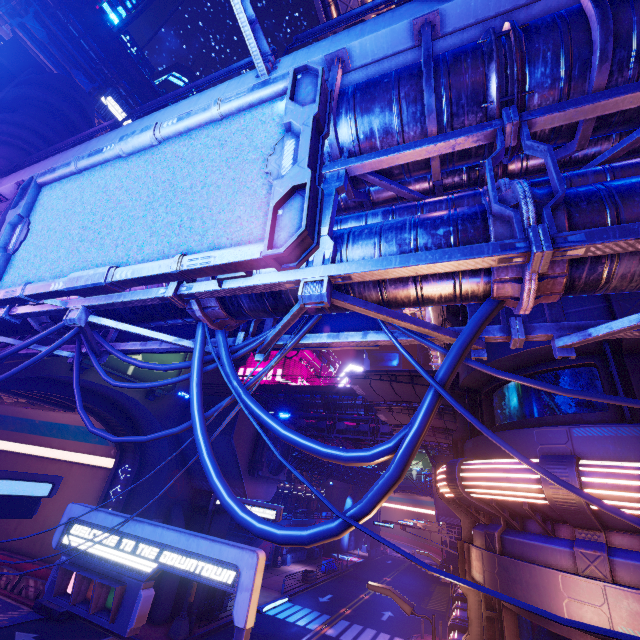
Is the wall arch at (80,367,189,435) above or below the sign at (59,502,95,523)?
above

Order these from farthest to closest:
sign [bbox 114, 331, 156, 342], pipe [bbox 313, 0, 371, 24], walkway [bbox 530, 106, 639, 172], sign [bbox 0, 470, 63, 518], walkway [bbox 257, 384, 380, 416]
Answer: walkway [bbox 257, 384, 380, 416] → sign [bbox 0, 470, 63, 518] → pipe [bbox 313, 0, 371, 24] → sign [bbox 114, 331, 156, 342] → walkway [bbox 530, 106, 639, 172]

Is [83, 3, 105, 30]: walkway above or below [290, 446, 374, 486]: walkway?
above

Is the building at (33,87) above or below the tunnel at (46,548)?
above

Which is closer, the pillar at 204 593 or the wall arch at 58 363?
the wall arch at 58 363

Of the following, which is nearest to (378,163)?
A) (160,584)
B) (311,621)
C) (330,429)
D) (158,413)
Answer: (158,413)

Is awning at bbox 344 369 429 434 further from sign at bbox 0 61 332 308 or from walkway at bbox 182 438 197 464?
walkway at bbox 182 438 197 464

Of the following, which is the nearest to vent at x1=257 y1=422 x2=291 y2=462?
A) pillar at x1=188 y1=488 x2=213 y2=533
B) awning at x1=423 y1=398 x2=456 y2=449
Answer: pillar at x1=188 y1=488 x2=213 y2=533
